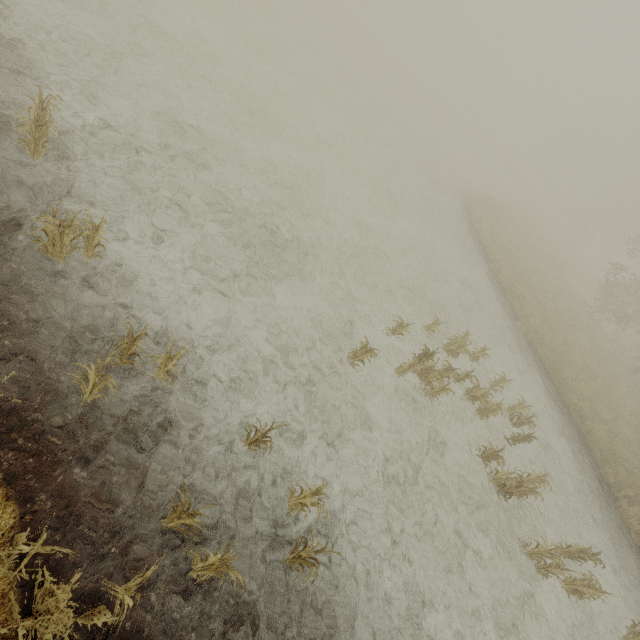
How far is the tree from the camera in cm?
383

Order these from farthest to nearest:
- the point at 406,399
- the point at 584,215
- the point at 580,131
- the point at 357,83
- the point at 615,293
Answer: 1. the point at 580,131
2. the point at 584,215
3. the point at 357,83
4. the point at 615,293
5. the point at 406,399

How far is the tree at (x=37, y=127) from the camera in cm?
383
